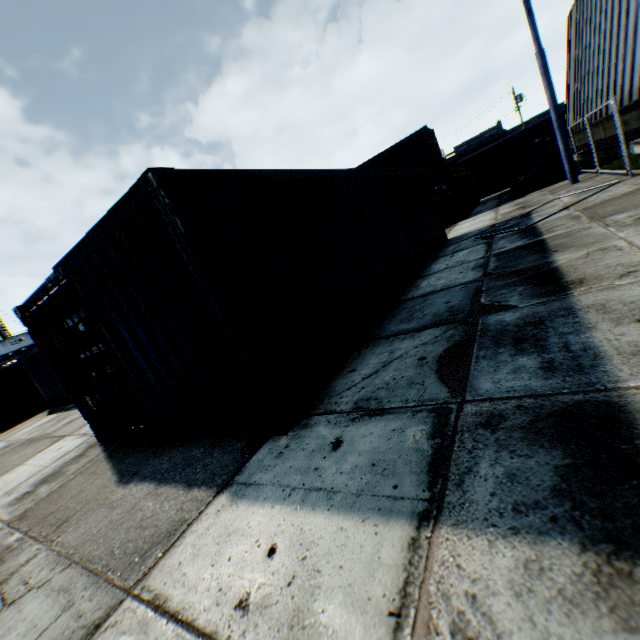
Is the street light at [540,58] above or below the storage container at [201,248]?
above

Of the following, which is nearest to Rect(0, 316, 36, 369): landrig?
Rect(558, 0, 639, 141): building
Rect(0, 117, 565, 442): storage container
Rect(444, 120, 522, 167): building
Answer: Rect(0, 117, 565, 442): storage container

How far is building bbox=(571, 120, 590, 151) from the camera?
23.5m

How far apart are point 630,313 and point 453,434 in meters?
2.1

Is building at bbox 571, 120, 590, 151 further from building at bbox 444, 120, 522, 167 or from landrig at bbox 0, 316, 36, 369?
landrig at bbox 0, 316, 36, 369

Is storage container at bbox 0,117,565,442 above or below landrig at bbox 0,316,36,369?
below

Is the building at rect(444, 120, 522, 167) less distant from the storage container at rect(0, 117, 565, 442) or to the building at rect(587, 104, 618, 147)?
the building at rect(587, 104, 618, 147)

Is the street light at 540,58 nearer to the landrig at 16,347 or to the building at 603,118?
the building at 603,118
